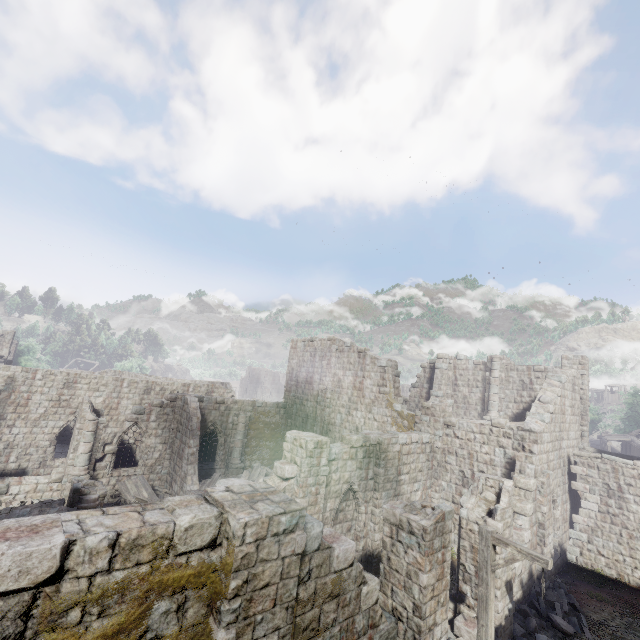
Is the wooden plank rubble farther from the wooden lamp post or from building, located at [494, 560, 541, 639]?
the wooden lamp post

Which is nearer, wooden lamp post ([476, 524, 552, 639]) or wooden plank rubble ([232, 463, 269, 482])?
wooden lamp post ([476, 524, 552, 639])

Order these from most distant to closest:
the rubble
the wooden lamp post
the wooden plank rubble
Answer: the wooden plank rubble → the rubble → the wooden lamp post

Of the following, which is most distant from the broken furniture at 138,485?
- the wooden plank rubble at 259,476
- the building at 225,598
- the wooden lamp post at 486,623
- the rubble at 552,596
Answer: the wooden lamp post at 486,623

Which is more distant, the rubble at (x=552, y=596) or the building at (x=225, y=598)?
the rubble at (x=552, y=596)

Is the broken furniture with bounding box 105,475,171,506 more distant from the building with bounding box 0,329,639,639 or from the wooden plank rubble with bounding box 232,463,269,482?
the wooden plank rubble with bounding box 232,463,269,482

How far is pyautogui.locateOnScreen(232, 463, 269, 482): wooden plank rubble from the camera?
19.7m

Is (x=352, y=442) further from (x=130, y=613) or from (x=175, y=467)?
(x=175, y=467)
